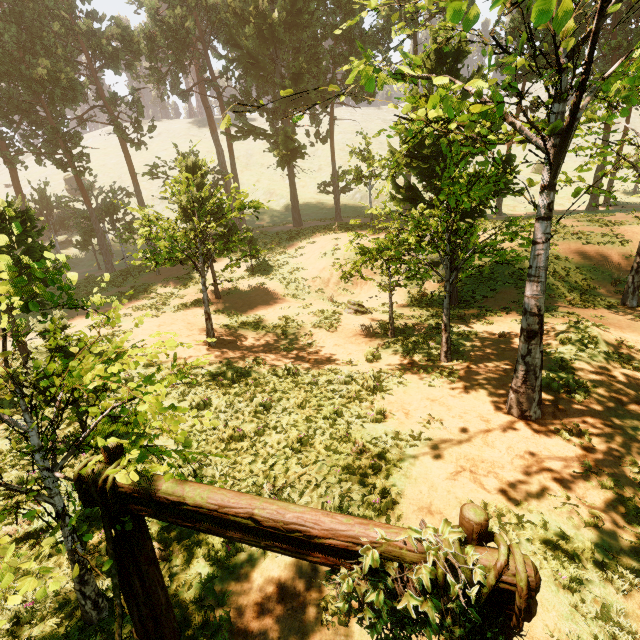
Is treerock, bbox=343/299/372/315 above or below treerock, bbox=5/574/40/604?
below

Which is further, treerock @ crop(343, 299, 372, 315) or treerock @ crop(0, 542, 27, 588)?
treerock @ crop(343, 299, 372, 315)

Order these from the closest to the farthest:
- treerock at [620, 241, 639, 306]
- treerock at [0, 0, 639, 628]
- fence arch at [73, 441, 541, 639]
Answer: fence arch at [73, 441, 541, 639], treerock at [0, 0, 639, 628], treerock at [620, 241, 639, 306]

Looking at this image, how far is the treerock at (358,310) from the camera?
18.3 meters

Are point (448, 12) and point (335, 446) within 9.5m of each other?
yes

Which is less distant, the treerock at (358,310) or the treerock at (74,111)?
the treerock at (74,111)

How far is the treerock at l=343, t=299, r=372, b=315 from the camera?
18.3m
